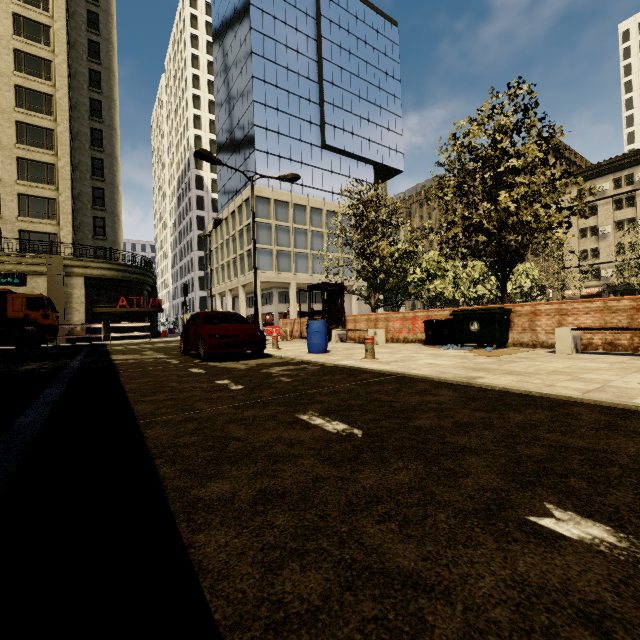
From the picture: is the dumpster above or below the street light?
below

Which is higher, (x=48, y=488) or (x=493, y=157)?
(x=493, y=157)

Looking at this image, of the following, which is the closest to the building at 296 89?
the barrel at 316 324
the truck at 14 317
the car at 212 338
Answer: the truck at 14 317

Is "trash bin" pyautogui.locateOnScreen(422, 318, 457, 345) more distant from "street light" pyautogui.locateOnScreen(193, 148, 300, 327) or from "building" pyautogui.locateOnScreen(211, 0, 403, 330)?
"building" pyautogui.locateOnScreen(211, 0, 403, 330)

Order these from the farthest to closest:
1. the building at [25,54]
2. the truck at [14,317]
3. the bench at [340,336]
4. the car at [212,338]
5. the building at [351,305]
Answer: the building at [351,305], the building at [25,54], the truck at [14,317], the bench at [340,336], the car at [212,338]

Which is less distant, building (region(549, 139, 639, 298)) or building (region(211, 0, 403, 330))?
building (region(211, 0, 403, 330))

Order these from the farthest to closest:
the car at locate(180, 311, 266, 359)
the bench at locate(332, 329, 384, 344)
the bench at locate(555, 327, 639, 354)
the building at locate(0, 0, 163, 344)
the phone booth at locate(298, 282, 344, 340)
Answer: the building at locate(0, 0, 163, 344)
the phone booth at locate(298, 282, 344, 340)
the bench at locate(332, 329, 384, 344)
the car at locate(180, 311, 266, 359)
the bench at locate(555, 327, 639, 354)

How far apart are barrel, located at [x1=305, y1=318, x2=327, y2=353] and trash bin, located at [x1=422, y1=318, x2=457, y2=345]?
3.6 meters
